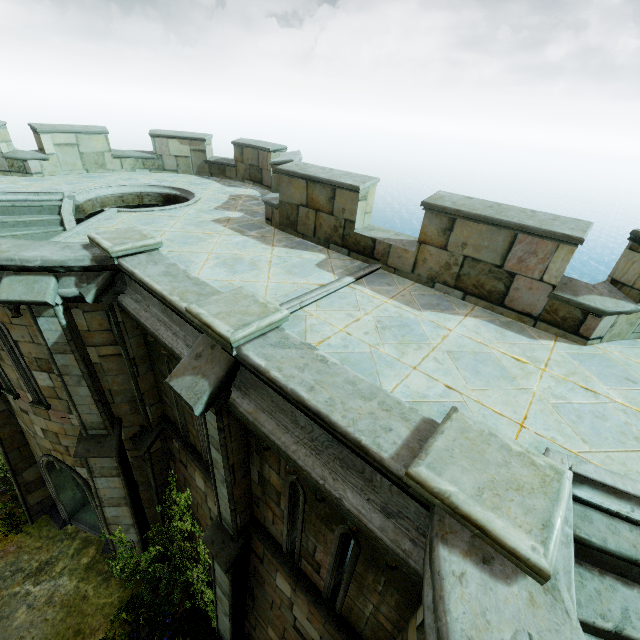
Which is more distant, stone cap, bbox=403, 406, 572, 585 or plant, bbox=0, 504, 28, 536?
plant, bbox=0, 504, 28, 536

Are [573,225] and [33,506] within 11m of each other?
no

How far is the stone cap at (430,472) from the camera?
2.0 meters

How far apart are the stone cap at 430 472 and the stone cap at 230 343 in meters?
2.2

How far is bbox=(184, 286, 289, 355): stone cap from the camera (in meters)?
3.71

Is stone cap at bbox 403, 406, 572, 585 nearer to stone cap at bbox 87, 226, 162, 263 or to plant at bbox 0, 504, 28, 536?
stone cap at bbox 87, 226, 162, 263

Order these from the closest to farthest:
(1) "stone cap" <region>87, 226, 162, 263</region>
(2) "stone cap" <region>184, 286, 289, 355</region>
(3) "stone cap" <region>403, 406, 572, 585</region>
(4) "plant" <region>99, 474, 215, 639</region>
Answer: (3) "stone cap" <region>403, 406, 572, 585</region>, (2) "stone cap" <region>184, 286, 289, 355</region>, (1) "stone cap" <region>87, 226, 162, 263</region>, (4) "plant" <region>99, 474, 215, 639</region>

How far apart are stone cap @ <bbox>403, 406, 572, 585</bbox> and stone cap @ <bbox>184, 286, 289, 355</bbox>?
2.19m
